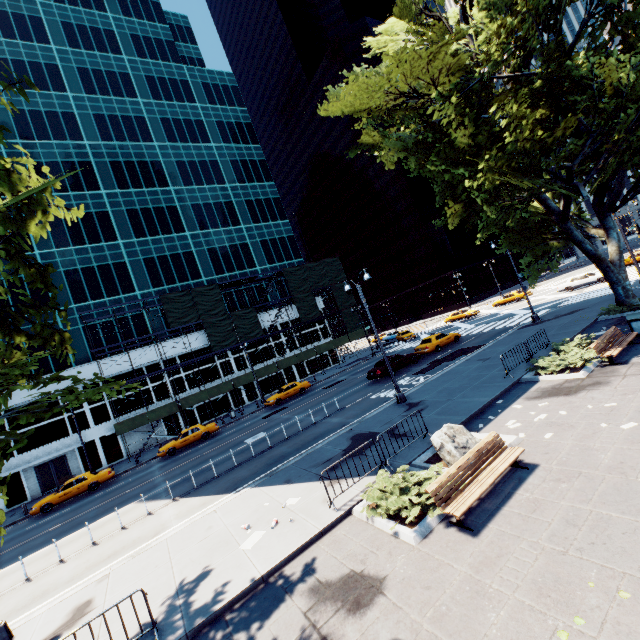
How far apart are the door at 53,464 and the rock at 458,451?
37.5m

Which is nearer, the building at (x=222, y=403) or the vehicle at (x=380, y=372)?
the vehicle at (x=380, y=372)

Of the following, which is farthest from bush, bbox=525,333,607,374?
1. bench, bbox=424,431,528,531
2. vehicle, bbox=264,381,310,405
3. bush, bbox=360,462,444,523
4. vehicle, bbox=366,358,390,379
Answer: vehicle, bbox=264,381,310,405

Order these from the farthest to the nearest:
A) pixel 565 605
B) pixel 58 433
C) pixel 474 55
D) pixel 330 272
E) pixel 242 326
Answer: pixel 330 272 → pixel 242 326 → pixel 58 433 → pixel 474 55 → pixel 565 605

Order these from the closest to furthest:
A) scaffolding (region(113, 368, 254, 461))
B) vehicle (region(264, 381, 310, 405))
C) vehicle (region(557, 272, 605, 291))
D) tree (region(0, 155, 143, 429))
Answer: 1. tree (region(0, 155, 143, 429))
2. scaffolding (region(113, 368, 254, 461))
3. vehicle (region(264, 381, 310, 405))
4. vehicle (region(557, 272, 605, 291))

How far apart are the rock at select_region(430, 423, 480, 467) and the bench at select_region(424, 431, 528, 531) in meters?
0.9

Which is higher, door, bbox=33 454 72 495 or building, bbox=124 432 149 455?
building, bbox=124 432 149 455

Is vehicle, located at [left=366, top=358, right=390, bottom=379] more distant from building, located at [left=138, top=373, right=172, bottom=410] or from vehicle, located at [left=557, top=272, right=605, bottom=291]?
vehicle, located at [left=557, top=272, right=605, bottom=291]
